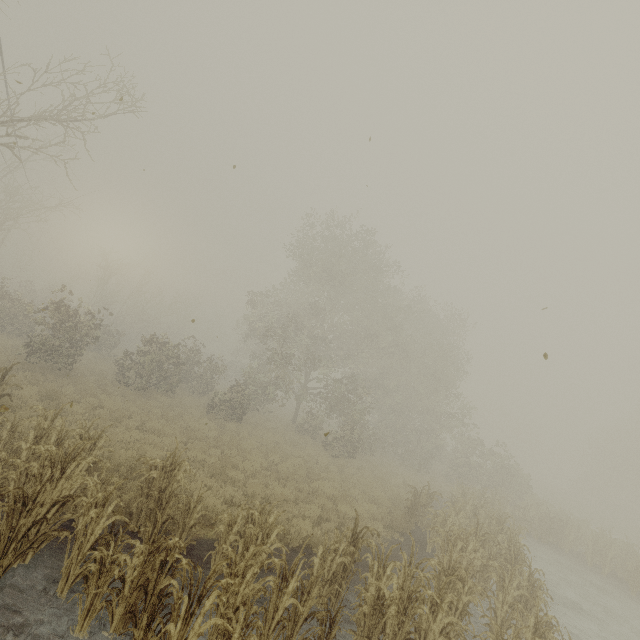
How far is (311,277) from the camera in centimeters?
2767cm
